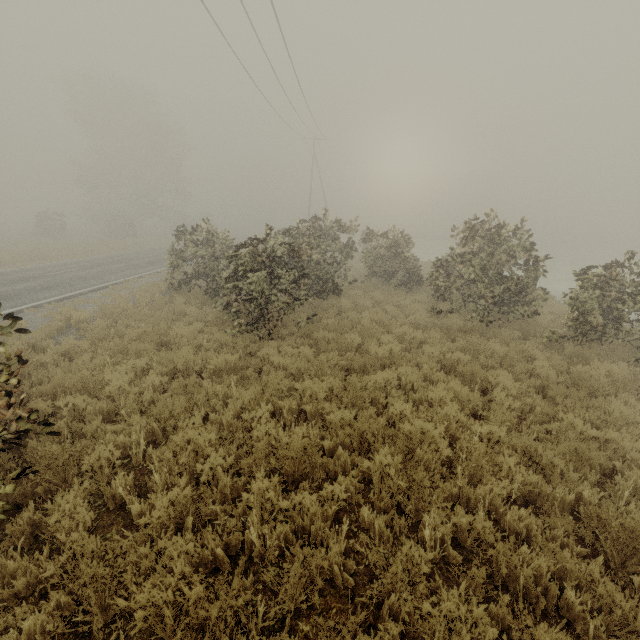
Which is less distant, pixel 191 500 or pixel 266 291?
pixel 191 500
